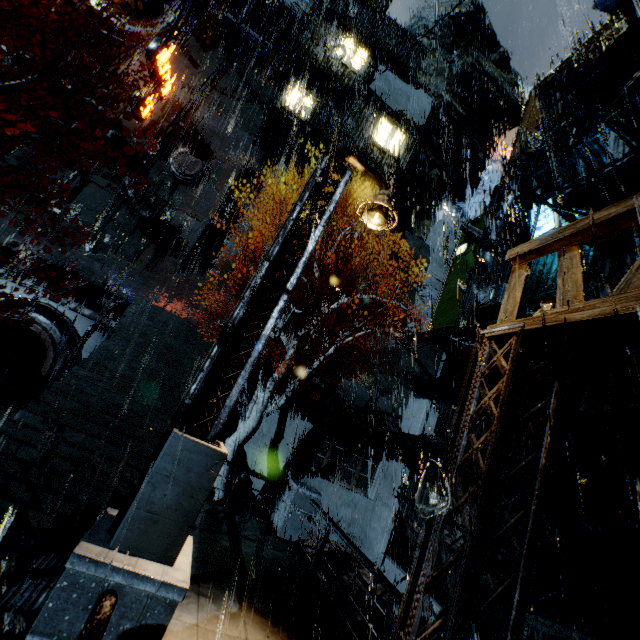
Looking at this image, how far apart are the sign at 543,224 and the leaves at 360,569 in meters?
15.7 m

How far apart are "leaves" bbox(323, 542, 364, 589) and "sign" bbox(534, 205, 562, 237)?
15.7 meters

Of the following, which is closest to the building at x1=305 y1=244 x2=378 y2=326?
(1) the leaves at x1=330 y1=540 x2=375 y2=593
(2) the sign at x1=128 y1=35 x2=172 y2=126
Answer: (2) the sign at x1=128 y1=35 x2=172 y2=126

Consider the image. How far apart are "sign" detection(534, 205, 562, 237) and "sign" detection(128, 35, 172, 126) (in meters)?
25.94

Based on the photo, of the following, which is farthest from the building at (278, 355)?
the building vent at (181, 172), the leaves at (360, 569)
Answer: the leaves at (360, 569)

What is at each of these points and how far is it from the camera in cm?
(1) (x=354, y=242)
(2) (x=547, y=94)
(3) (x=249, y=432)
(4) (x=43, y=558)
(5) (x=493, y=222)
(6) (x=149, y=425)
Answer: (1) pipe, 2655
(2) building, 1973
(3) tree, 1382
(4) sm, 700
(5) pipe, 2191
(6) stairs, 1128

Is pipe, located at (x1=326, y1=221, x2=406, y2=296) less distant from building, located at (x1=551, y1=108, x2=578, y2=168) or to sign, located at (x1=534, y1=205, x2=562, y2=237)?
building, located at (x1=551, y1=108, x2=578, y2=168)

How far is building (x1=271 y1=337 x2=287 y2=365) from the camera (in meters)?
17.75
